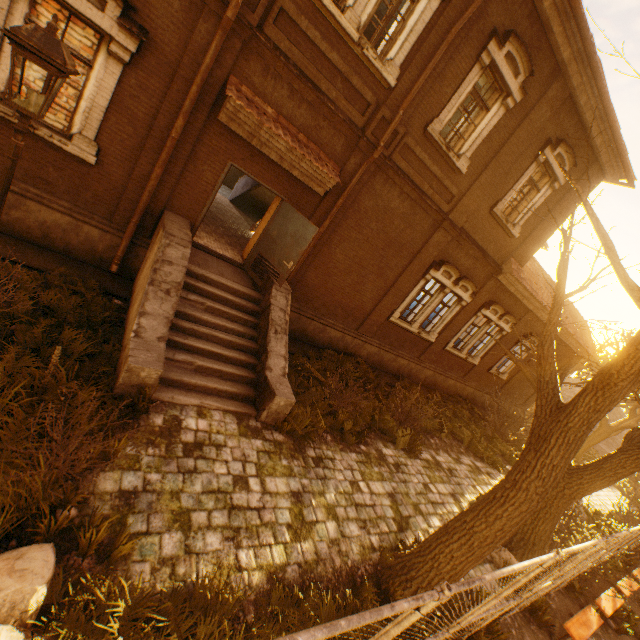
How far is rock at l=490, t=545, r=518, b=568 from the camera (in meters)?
7.24

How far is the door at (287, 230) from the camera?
7.6m

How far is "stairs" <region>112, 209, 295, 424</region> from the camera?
5.4 meters

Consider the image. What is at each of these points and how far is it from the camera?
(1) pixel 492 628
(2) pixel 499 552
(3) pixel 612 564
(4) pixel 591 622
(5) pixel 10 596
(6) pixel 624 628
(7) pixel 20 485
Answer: (1) instancedfoliageactor, 5.45m
(2) rock, 7.46m
(3) instancedfoliageactor, 11.28m
(4) bench, 6.98m
(5) rock, 2.54m
(6) instancedfoliageactor, 7.96m
(7) instancedfoliageactor, 3.28m

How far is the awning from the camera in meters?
6.5 m

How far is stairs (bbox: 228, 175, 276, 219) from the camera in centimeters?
1383cm

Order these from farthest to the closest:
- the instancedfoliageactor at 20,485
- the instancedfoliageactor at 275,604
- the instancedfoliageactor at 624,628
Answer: the instancedfoliageactor at 624,628
the instancedfoliageactor at 275,604
the instancedfoliageactor at 20,485

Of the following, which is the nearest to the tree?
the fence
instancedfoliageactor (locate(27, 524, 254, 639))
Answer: the fence
